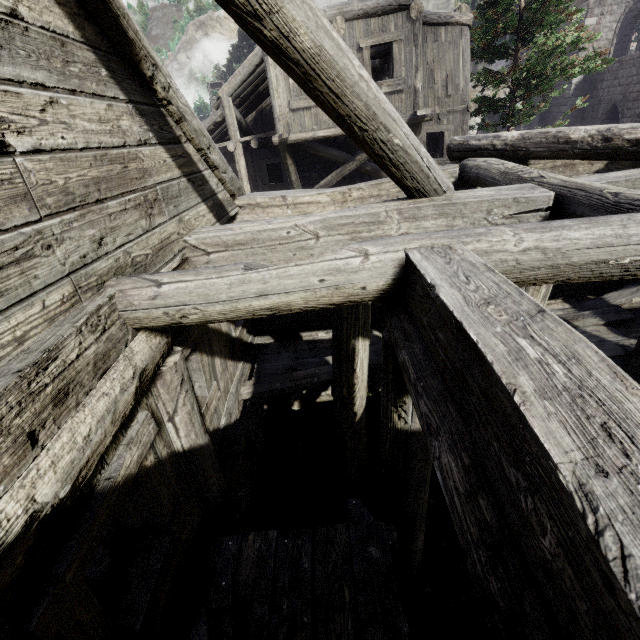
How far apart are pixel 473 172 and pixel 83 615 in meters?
6.6
